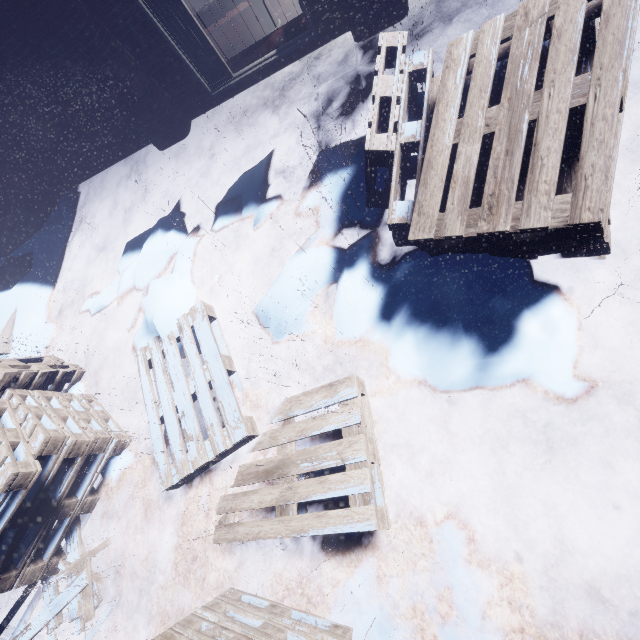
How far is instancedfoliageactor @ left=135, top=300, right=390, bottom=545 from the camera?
2.11m

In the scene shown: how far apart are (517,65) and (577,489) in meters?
2.5 m

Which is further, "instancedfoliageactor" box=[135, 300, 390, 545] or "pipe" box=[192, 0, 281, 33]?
"pipe" box=[192, 0, 281, 33]

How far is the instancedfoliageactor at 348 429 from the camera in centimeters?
211cm

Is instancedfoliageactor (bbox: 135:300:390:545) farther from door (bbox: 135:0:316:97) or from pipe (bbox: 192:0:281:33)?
pipe (bbox: 192:0:281:33)

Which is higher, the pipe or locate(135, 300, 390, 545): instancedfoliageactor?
the pipe

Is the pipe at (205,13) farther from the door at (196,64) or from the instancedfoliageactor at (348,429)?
the instancedfoliageactor at (348,429)
